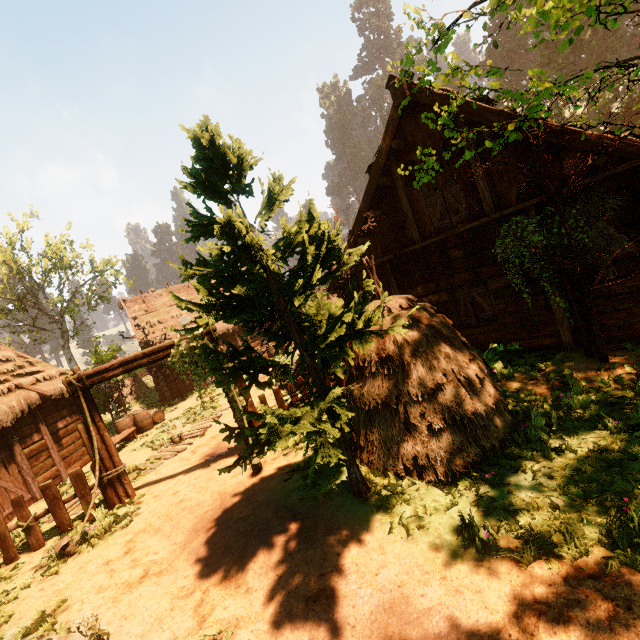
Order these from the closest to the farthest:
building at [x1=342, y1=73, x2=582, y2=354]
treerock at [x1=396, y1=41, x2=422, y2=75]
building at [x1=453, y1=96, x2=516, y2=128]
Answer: treerock at [x1=396, y1=41, x2=422, y2=75]
building at [x1=453, y1=96, x2=516, y2=128]
building at [x1=342, y1=73, x2=582, y2=354]

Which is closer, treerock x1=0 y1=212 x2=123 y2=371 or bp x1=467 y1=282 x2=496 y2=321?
bp x1=467 y1=282 x2=496 y2=321

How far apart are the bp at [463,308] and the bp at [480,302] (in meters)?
0.19

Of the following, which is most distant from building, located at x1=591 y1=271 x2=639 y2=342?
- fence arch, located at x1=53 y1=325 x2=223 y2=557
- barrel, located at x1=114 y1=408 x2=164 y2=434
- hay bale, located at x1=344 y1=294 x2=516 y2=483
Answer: hay bale, located at x1=344 y1=294 x2=516 y2=483

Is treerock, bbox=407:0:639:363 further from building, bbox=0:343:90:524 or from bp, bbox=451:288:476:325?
bp, bbox=451:288:476:325

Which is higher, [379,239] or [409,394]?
[379,239]

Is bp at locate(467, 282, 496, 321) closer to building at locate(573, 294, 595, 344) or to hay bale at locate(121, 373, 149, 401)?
building at locate(573, 294, 595, 344)

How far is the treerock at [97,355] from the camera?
17.33m
